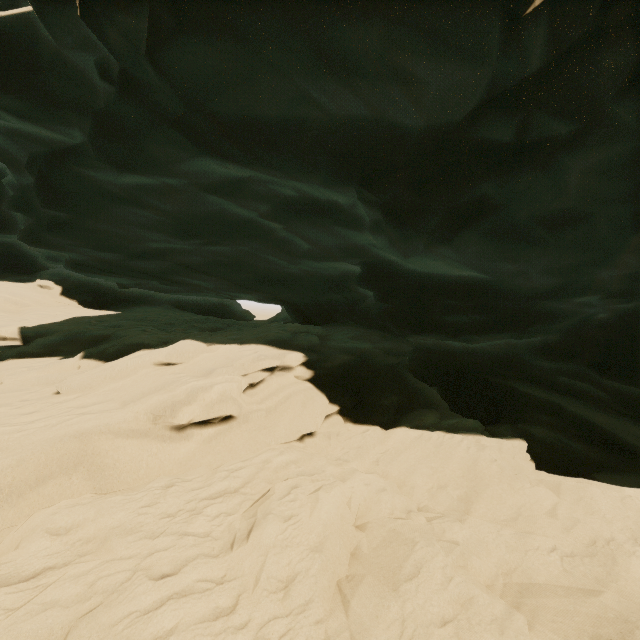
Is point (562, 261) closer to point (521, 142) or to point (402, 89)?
point (521, 142)
